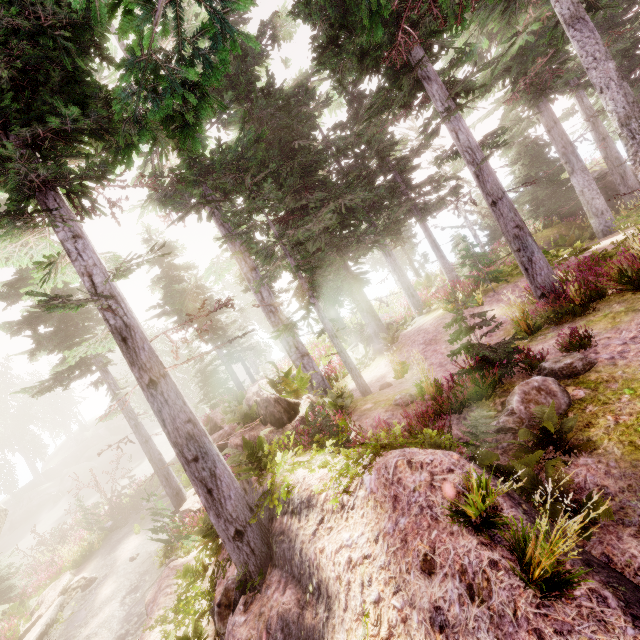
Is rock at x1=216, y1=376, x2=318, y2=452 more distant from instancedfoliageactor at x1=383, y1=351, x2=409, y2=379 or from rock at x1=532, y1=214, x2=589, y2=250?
rock at x1=532, y1=214, x2=589, y2=250

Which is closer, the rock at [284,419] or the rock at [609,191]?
the rock at [284,419]

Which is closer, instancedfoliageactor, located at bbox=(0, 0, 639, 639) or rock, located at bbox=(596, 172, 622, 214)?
instancedfoliageactor, located at bbox=(0, 0, 639, 639)

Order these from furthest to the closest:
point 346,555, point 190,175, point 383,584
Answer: point 190,175
point 346,555
point 383,584

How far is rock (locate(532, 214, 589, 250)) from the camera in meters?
18.8

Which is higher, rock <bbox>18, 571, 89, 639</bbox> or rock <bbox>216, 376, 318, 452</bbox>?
rock <bbox>216, 376, 318, 452</bbox>

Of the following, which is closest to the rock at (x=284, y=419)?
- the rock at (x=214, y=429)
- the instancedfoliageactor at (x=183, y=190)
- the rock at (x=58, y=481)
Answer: the instancedfoliageactor at (x=183, y=190)

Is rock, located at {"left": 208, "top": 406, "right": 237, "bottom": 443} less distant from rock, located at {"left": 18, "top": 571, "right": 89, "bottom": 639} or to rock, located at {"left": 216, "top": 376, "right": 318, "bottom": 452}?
rock, located at {"left": 216, "top": 376, "right": 318, "bottom": 452}
